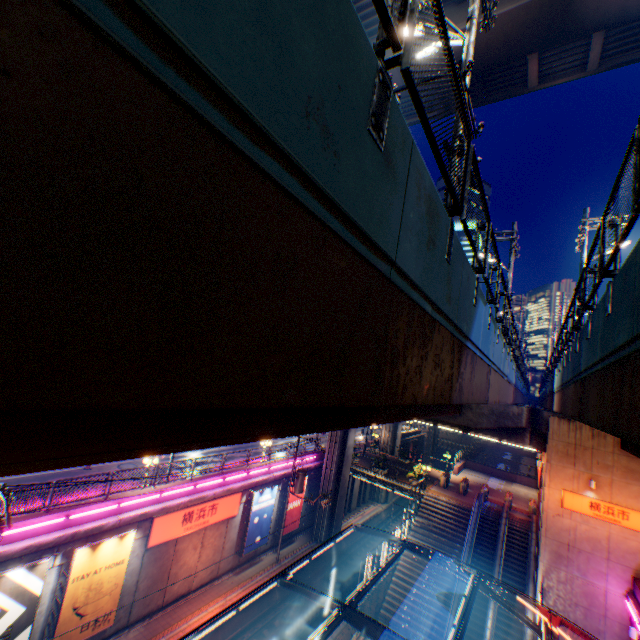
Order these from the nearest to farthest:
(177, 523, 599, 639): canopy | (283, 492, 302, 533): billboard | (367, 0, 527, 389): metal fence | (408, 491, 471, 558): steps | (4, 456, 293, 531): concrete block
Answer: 1. (367, 0, 527, 389): metal fence
2. (177, 523, 599, 639): canopy
3. (4, 456, 293, 531): concrete block
4. (408, 491, 471, 558): steps
5. (283, 492, 302, 533): billboard

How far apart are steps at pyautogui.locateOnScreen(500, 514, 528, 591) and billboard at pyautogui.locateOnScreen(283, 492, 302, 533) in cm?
1531

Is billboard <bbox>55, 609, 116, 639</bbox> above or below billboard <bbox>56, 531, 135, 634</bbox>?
below

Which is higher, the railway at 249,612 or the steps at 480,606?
the steps at 480,606

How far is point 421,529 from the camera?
25.6m

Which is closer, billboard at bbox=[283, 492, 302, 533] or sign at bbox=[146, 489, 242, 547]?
sign at bbox=[146, 489, 242, 547]

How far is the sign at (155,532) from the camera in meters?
18.1 m

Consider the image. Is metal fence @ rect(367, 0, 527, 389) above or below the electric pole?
below
